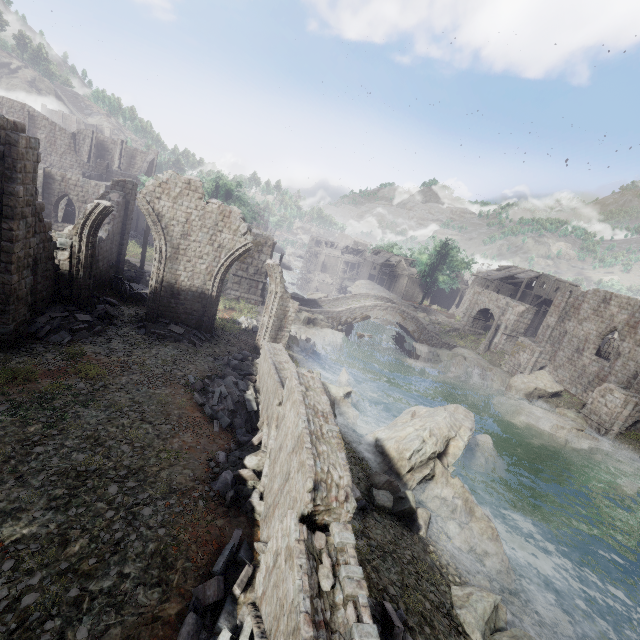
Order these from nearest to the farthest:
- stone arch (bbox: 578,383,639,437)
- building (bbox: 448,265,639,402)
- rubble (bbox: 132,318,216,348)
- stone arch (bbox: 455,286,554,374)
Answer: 1. rubble (bbox: 132,318,216,348)
2. stone arch (bbox: 578,383,639,437)
3. building (bbox: 448,265,639,402)
4. stone arch (bbox: 455,286,554,374)

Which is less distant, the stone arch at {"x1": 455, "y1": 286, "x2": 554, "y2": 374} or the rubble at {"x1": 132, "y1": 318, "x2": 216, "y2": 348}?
the rubble at {"x1": 132, "y1": 318, "x2": 216, "y2": 348}

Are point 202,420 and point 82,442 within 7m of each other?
yes

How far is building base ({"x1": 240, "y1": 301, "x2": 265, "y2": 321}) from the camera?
24.4 meters

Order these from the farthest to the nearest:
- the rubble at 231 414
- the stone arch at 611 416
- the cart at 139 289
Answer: the stone arch at 611 416
the cart at 139 289
the rubble at 231 414

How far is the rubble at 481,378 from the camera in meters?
30.7 m

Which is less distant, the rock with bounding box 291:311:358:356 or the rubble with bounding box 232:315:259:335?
the rubble with bounding box 232:315:259:335

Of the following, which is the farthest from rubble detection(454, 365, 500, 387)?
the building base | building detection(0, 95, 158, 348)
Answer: the building base
